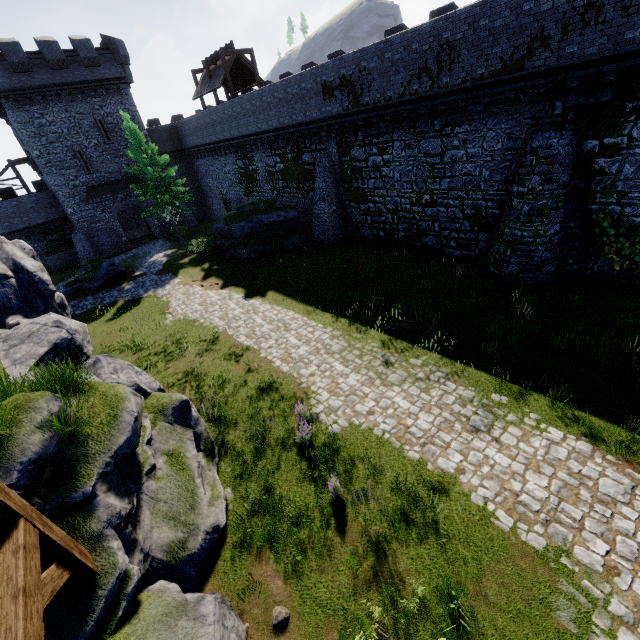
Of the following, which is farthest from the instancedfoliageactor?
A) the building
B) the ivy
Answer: the building

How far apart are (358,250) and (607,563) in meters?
17.9 m

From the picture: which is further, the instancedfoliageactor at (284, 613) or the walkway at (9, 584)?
the instancedfoliageactor at (284, 613)

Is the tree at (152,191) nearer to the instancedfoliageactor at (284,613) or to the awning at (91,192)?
the awning at (91,192)

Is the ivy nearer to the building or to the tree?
the tree

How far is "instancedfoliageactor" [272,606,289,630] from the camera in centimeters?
576cm

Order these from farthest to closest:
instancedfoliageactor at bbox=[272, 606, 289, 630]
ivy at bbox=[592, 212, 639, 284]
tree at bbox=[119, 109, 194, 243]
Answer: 1. tree at bbox=[119, 109, 194, 243]
2. ivy at bbox=[592, 212, 639, 284]
3. instancedfoliageactor at bbox=[272, 606, 289, 630]

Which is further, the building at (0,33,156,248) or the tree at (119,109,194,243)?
the building at (0,33,156,248)
